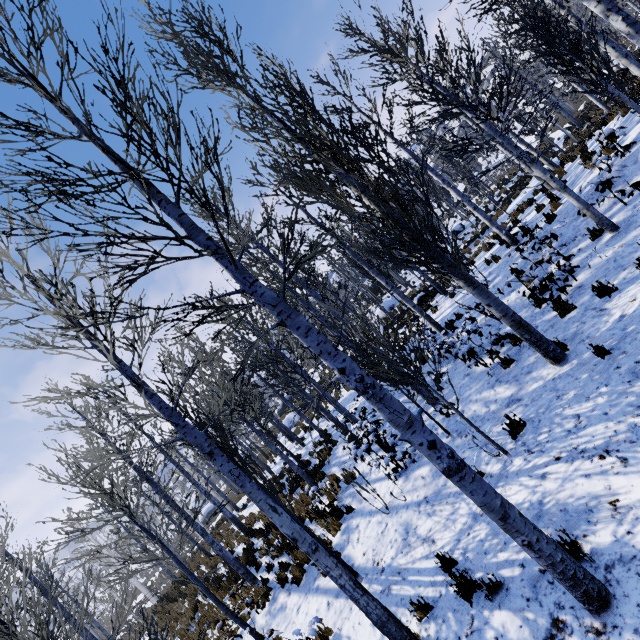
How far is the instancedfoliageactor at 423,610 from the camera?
4.4m

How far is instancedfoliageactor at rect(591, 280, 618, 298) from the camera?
5.8 meters

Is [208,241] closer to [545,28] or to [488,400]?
[488,400]

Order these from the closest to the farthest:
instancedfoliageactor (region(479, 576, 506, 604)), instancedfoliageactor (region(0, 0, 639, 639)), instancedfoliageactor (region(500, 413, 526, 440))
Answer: instancedfoliageactor (region(0, 0, 639, 639))
instancedfoliageactor (region(479, 576, 506, 604))
instancedfoliageactor (region(500, 413, 526, 440))

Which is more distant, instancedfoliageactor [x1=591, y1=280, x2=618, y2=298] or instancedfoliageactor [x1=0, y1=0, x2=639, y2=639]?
instancedfoliageactor [x1=591, y1=280, x2=618, y2=298]

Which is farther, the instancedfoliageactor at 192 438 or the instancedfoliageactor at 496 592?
the instancedfoliageactor at 496 592
